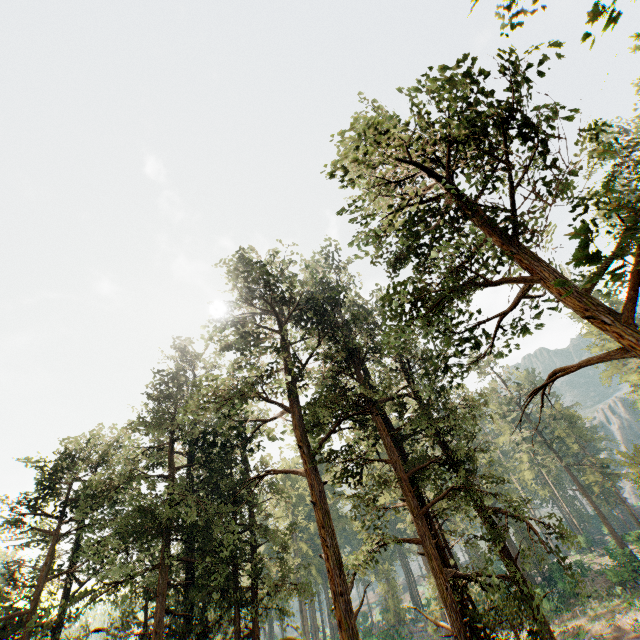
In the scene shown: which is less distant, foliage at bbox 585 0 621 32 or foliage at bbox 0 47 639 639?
foliage at bbox 585 0 621 32

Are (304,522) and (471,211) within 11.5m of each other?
no

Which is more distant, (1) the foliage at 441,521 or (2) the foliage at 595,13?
(1) the foliage at 441,521
